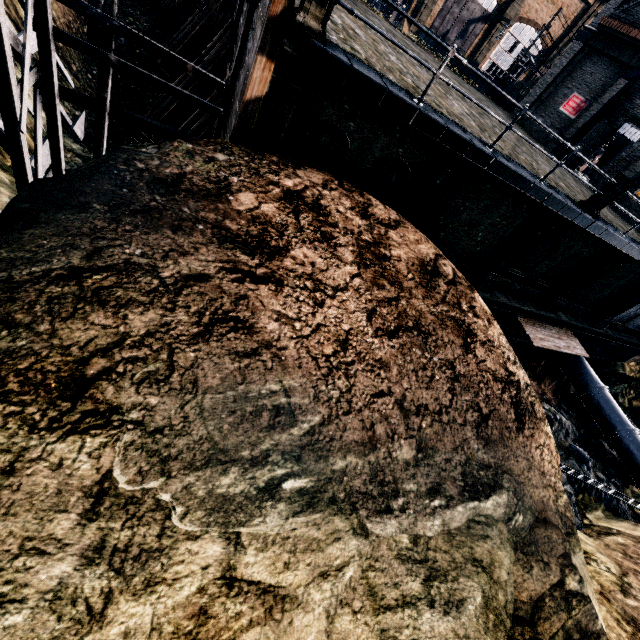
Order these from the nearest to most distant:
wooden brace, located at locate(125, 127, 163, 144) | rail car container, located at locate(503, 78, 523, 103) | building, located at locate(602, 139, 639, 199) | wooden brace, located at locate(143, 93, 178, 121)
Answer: wooden brace, located at locate(143, 93, 178, 121)
wooden brace, located at locate(125, 127, 163, 144)
building, located at locate(602, 139, 639, 199)
rail car container, located at locate(503, 78, 523, 103)

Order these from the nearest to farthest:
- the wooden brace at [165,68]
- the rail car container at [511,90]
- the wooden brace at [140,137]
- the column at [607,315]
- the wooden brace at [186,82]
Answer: the wooden brace at [186,82] < the wooden brace at [140,137] < the wooden brace at [165,68] < the column at [607,315] < the rail car container at [511,90]

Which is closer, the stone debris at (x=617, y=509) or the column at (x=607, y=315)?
the stone debris at (x=617, y=509)

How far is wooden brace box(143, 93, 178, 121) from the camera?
15.7m

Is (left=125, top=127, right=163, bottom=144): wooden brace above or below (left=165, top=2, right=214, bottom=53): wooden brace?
below

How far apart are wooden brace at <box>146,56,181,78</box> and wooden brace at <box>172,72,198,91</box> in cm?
438

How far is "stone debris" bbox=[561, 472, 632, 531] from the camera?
15.86m

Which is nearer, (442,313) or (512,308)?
(442,313)
